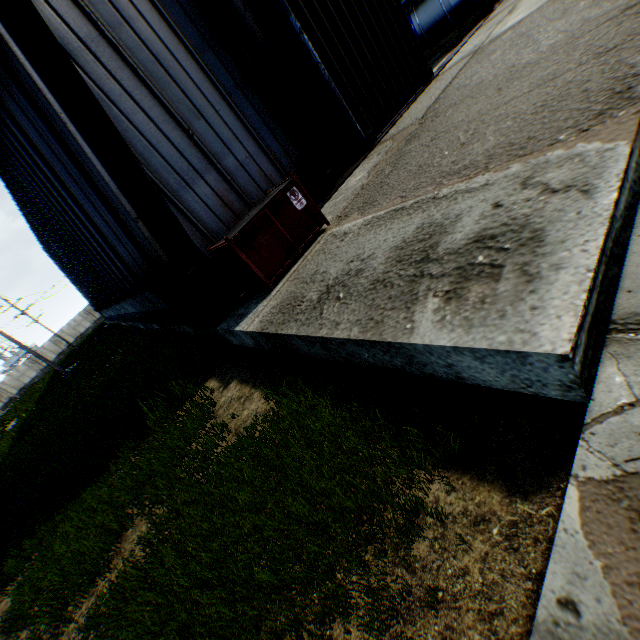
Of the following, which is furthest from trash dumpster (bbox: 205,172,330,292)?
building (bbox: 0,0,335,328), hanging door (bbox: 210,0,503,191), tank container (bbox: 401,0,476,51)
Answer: tank container (bbox: 401,0,476,51)

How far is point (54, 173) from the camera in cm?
839

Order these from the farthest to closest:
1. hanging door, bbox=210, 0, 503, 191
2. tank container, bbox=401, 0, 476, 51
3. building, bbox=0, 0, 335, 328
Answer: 1. tank container, bbox=401, 0, 476, 51
2. hanging door, bbox=210, 0, 503, 191
3. building, bbox=0, 0, 335, 328

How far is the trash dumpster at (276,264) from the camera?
5.69m

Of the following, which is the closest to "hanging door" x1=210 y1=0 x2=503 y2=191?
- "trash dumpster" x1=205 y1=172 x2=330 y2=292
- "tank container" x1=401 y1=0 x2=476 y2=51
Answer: "tank container" x1=401 y1=0 x2=476 y2=51

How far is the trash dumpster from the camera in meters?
5.7 m

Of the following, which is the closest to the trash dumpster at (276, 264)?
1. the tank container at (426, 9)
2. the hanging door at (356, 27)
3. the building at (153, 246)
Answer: the building at (153, 246)

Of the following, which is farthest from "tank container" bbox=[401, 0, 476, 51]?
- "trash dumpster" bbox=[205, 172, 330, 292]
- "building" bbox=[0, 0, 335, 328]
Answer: "trash dumpster" bbox=[205, 172, 330, 292]
